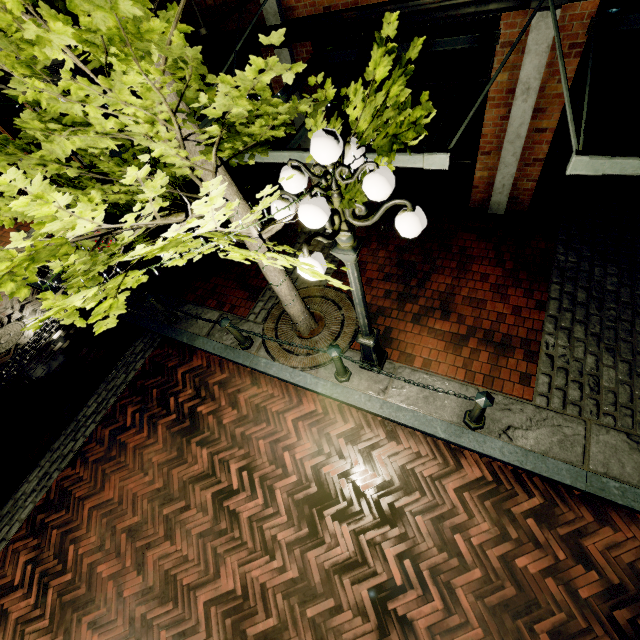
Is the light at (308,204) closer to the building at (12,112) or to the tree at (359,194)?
the tree at (359,194)

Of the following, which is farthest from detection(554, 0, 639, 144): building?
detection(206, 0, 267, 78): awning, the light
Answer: the light

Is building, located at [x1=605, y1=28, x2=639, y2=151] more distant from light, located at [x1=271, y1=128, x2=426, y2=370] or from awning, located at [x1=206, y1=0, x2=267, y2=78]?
light, located at [x1=271, y1=128, x2=426, y2=370]

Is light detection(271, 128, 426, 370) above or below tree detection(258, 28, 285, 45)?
below

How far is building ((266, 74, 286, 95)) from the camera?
6.2m

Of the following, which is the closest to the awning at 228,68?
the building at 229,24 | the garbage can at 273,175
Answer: the building at 229,24

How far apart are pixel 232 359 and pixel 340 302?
2.3 meters
